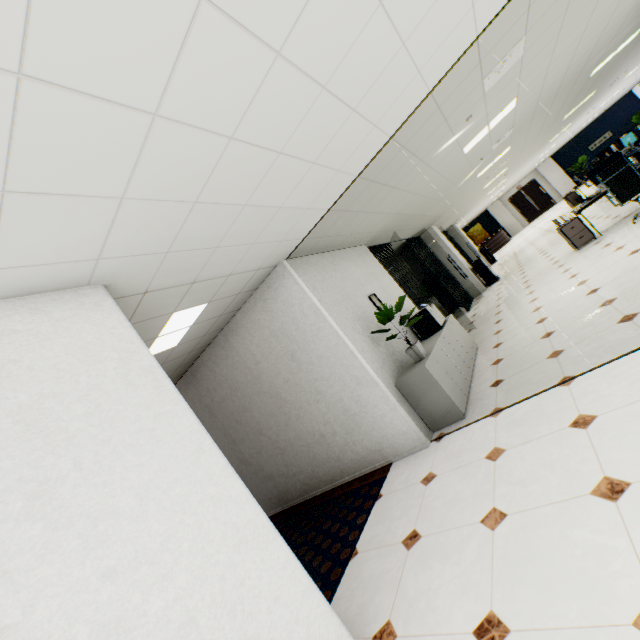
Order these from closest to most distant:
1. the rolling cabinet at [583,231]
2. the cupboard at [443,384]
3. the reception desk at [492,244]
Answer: the cupboard at [443,384], the rolling cabinet at [583,231], the reception desk at [492,244]

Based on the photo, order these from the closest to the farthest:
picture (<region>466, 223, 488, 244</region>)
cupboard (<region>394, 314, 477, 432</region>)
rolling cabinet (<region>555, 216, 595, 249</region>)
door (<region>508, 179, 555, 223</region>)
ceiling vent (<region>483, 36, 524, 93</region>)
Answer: ceiling vent (<region>483, 36, 524, 93</region>) < cupboard (<region>394, 314, 477, 432</region>) < rolling cabinet (<region>555, 216, 595, 249</region>) < door (<region>508, 179, 555, 223</region>) < picture (<region>466, 223, 488, 244</region>)

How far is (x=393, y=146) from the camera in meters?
3.5 m

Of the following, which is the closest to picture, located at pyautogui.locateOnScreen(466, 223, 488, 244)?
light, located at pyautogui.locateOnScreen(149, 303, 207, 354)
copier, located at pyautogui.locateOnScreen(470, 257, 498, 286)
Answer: copier, located at pyautogui.locateOnScreen(470, 257, 498, 286)

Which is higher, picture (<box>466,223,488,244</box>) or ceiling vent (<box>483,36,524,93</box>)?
ceiling vent (<box>483,36,524,93</box>)

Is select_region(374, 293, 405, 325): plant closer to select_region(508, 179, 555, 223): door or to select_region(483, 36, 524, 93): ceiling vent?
select_region(483, 36, 524, 93): ceiling vent

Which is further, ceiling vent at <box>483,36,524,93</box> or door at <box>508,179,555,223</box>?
door at <box>508,179,555,223</box>

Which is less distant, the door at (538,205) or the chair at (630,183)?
the chair at (630,183)
